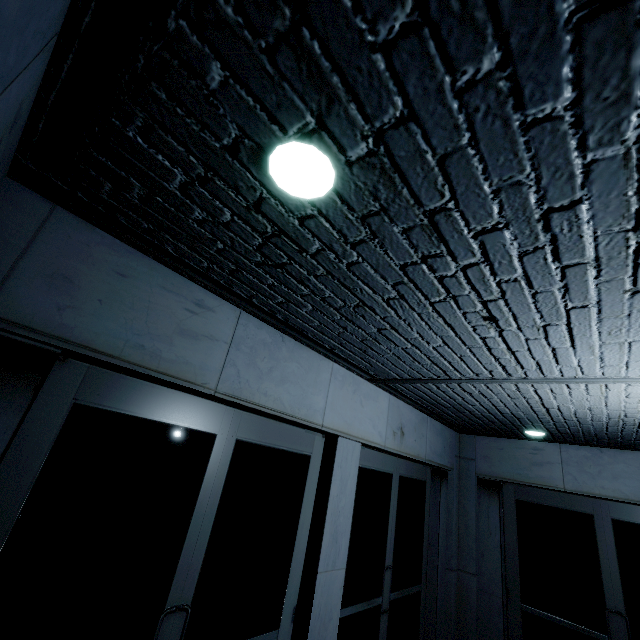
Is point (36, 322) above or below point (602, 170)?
below

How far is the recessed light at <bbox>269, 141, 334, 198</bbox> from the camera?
1.1m

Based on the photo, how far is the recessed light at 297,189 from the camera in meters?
1.1
